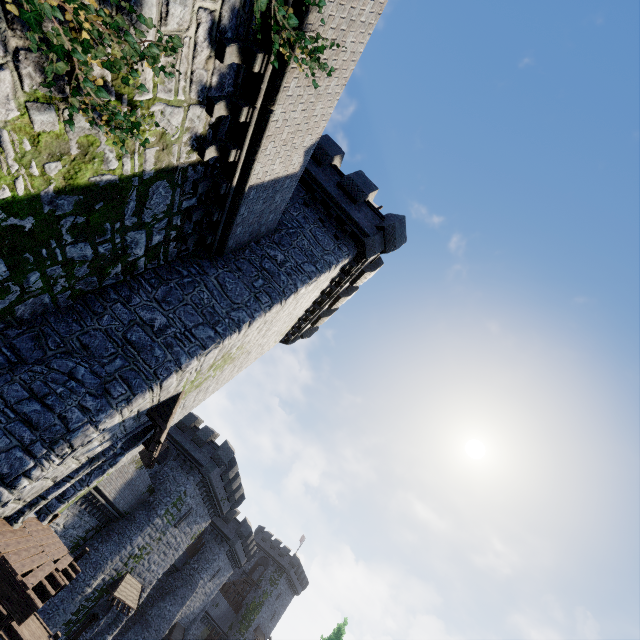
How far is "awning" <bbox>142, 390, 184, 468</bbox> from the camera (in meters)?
9.48

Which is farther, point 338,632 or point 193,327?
point 338,632

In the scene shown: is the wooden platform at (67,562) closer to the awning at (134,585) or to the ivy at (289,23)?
the ivy at (289,23)

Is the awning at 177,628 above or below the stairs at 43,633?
above

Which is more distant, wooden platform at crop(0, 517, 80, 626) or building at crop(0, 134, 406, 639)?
building at crop(0, 134, 406, 639)

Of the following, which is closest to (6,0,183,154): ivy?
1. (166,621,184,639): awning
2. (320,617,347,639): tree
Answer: (320,617,347,639): tree

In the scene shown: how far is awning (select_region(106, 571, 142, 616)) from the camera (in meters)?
24.77

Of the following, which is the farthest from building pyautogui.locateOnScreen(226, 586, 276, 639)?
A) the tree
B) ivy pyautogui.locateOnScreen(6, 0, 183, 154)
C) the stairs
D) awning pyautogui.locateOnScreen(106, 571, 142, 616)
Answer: ivy pyautogui.locateOnScreen(6, 0, 183, 154)
